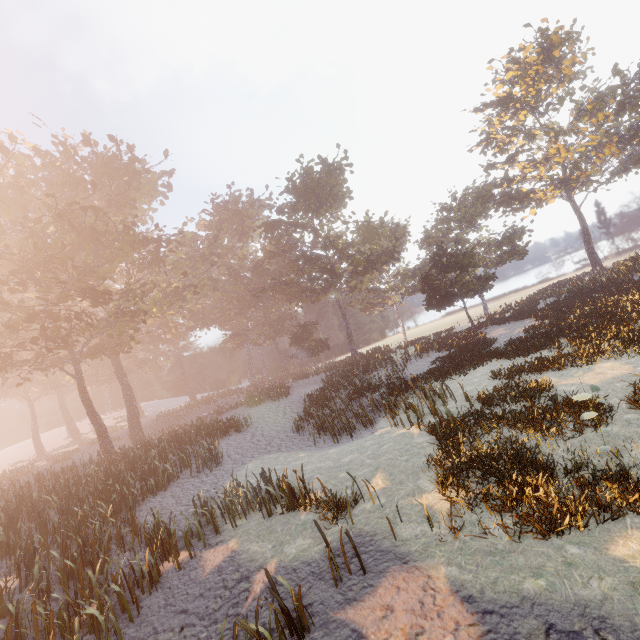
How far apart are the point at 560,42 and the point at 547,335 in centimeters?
4216cm
